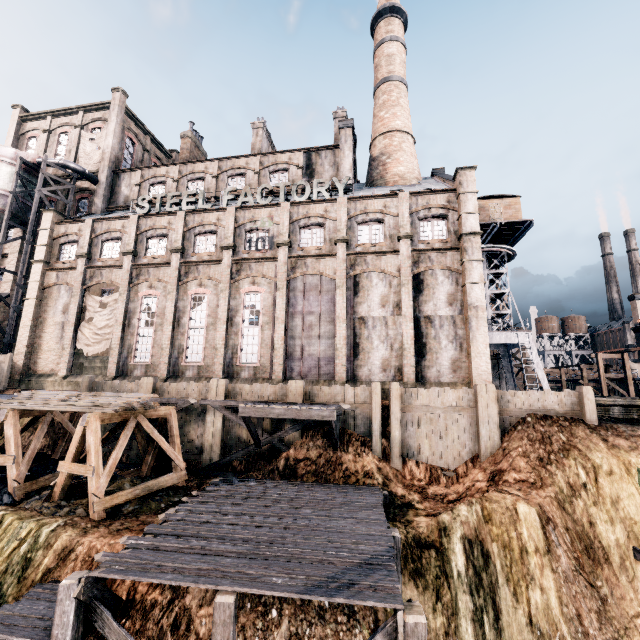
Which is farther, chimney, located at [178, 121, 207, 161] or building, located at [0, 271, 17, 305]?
chimney, located at [178, 121, 207, 161]

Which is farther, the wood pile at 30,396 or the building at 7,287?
the building at 7,287

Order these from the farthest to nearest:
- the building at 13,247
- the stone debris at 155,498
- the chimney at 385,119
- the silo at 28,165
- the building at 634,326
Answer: the building at 634,326
the building at 13,247
the chimney at 385,119
the silo at 28,165
the stone debris at 155,498

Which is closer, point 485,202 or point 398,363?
point 398,363

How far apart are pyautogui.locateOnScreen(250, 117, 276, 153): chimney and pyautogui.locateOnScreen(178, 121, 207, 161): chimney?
7.5m

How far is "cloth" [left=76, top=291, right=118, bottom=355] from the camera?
26.2 meters

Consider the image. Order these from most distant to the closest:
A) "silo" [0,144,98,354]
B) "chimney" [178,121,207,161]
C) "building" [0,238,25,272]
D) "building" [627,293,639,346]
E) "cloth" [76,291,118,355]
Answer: "building" [627,293,639,346] → "chimney" [178,121,207,161] → "building" [0,238,25,272] → "silo" [0,144,98,354] → "cloth" [76,291,118,355]

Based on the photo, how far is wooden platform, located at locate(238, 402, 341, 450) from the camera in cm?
1562
